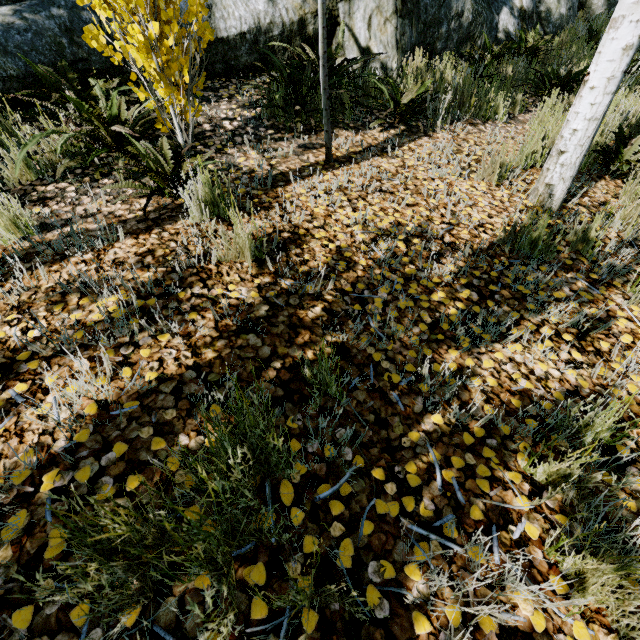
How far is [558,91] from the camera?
4.2m

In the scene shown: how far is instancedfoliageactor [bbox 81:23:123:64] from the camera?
2.29m

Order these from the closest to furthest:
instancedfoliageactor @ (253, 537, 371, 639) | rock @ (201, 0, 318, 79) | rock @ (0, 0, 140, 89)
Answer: instancedfoliageactor @ (253, 537, 371, 639), rock @ (0, 0, 140, 89), rock @ (201, 0, 318, 79)

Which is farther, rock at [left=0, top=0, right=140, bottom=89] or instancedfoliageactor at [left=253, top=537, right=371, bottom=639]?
rock at [left=0, top=0, right=140, bottom=89]

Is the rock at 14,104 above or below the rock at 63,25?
below

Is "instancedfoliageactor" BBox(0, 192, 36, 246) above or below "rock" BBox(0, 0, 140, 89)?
below

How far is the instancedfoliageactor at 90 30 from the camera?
2.3m
